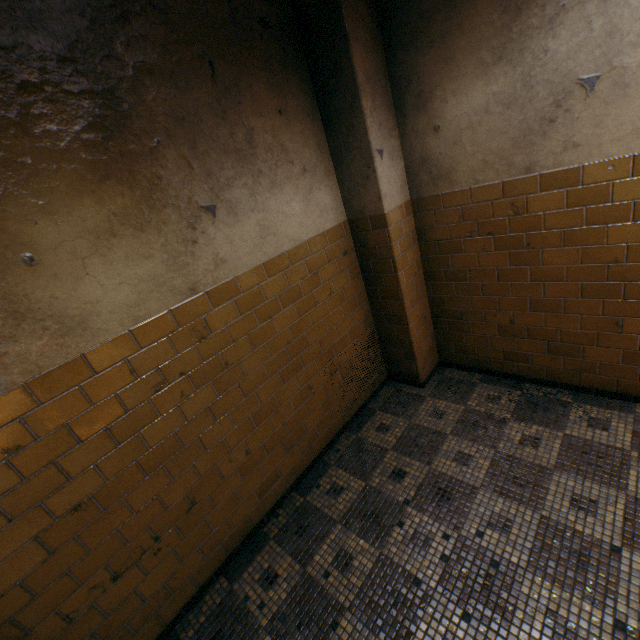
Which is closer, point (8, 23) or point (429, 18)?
point (8, 23)
